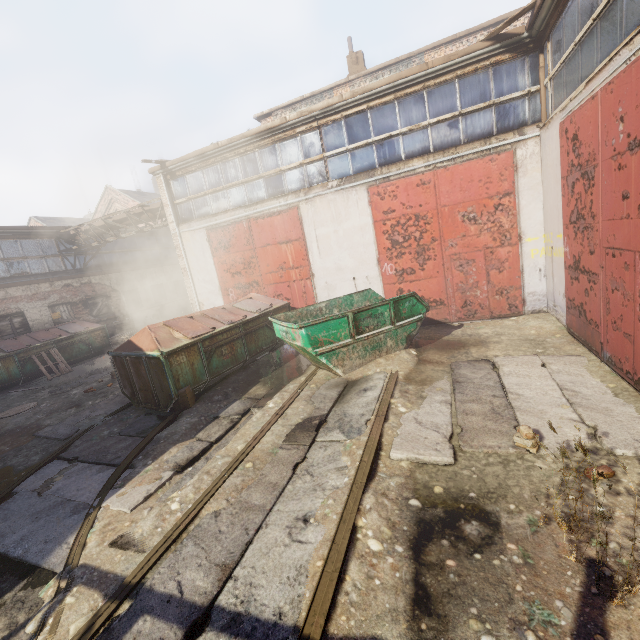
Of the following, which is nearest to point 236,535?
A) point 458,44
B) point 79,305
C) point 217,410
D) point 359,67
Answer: point 217,410

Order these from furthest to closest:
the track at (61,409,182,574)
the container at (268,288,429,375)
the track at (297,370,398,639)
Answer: the container at (268,288,429,375)
the track at (61,409,182,574)
the track at (297,370,398,639)

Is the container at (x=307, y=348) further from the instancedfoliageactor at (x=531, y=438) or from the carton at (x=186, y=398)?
the instancedfoliageactor at (x=531, y=438)

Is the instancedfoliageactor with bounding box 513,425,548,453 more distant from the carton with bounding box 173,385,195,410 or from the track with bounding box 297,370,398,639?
the carton with bounding box 173,385,195,410

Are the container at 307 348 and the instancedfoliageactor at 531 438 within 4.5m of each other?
yes

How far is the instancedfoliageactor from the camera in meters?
2.9 m

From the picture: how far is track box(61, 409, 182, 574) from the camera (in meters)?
3.50

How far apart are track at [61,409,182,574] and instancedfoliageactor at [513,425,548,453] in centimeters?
509cm
